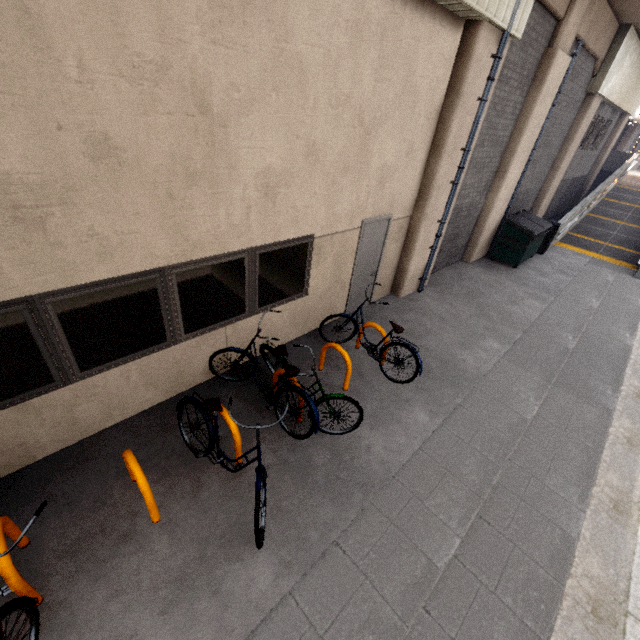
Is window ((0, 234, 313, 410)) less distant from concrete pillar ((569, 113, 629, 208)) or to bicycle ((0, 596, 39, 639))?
bicycle ((0, 596, 39, 639))

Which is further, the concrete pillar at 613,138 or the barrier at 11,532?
the concrete pillar at 613,138

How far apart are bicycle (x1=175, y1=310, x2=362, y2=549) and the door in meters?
2.4 m

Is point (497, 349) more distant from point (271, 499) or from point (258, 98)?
point (258, 98)

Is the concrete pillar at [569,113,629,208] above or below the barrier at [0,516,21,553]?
above

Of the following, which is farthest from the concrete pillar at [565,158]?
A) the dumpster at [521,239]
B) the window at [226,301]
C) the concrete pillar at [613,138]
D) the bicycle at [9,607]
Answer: the bicycle at [9,607]

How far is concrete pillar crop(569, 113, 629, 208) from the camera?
18.0m

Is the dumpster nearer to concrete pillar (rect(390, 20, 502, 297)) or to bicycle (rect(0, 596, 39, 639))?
concrete pillar (rect(390, 20, 502, 297))
